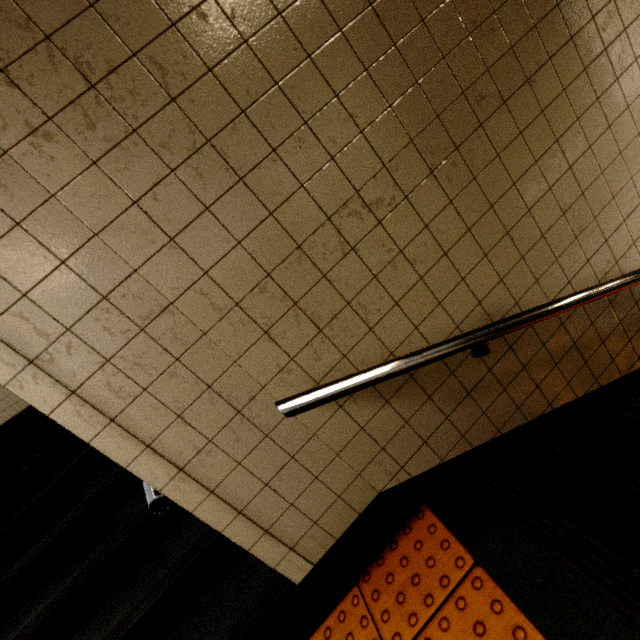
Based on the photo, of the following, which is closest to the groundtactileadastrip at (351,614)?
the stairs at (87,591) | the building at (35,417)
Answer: the stairs at (87,591)

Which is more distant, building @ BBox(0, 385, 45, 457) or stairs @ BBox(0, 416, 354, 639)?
building @ BBox(0, 385, 45, 457)

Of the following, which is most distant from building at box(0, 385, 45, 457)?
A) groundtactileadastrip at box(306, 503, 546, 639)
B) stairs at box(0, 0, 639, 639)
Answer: groundtactileadastrip at box(306, 503, 546, 639)

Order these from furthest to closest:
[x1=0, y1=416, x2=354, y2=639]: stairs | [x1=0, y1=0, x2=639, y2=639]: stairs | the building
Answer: the building < [x1=0, y1=416, x2=354, y2=639]: stairs < [x1=0, y1=0, x2=639, y2=639]: stairs

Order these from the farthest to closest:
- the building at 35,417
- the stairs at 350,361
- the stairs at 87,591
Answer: the building at 35,417 < the stairs at 87,591 < the stairs at 350,361

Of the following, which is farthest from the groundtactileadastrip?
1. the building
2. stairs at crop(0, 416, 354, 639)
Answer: the building

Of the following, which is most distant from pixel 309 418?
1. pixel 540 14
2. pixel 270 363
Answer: pixel 540 14

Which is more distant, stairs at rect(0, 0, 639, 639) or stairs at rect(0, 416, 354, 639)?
stairs at rect(0, 416, 354, 639)
